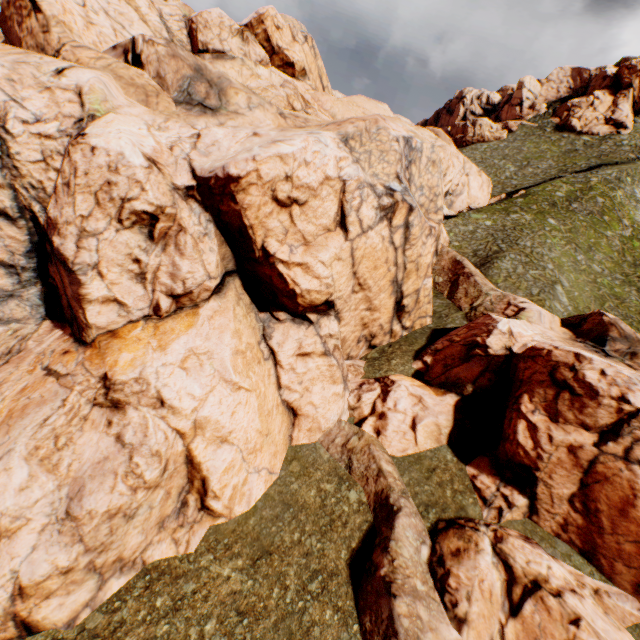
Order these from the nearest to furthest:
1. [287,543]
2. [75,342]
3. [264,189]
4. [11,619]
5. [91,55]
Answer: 1. [11,619]
2. [287,543]
3. [264,189]
4. [75,342]
5. [91,55]
